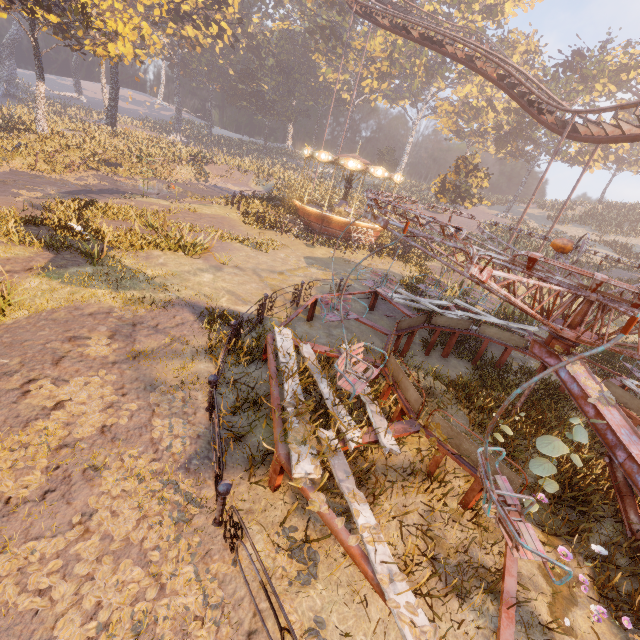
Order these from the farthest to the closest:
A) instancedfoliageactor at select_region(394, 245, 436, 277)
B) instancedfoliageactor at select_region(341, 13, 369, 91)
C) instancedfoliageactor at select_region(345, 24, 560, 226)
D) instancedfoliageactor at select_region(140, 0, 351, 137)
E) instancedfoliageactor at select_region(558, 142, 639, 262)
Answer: instancedfoliageactor at select_region(341, 13, 369, 91) → instancedfoliageactor at select_region(558, 142, 639, 262) → instancedfoliageactor at select_region(140, 0, 351, 137) → instancedfoliageactor at select_region(345, 24, 560, 226) → instancedfoliageactor at select_region(394, 245, 436, 277)

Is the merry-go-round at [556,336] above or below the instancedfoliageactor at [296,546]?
above

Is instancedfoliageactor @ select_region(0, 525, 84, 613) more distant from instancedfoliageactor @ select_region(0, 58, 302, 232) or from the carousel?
instancedfoliageactor @ select_region(0, 58, 302, 232)

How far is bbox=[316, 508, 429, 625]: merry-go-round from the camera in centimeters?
316cm

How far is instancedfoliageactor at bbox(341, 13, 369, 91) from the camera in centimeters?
4509cm

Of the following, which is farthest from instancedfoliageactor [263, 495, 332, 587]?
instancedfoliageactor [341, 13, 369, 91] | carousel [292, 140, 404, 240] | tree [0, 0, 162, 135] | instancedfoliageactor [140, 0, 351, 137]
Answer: instancedfoliageactor [341, 13, 369, 91]

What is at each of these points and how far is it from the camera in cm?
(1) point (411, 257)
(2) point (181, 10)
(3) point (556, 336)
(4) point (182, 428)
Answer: (1) instancedfoliageactor, 2478
(2) instancedfoliageactor, 3984
(3) merry-go-round, 680
(4) instancedfoliageactor, 510

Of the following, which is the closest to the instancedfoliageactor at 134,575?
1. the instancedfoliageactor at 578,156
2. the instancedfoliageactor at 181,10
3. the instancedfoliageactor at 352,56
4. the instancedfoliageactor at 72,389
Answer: the instancedfoliageactor at 72,389
